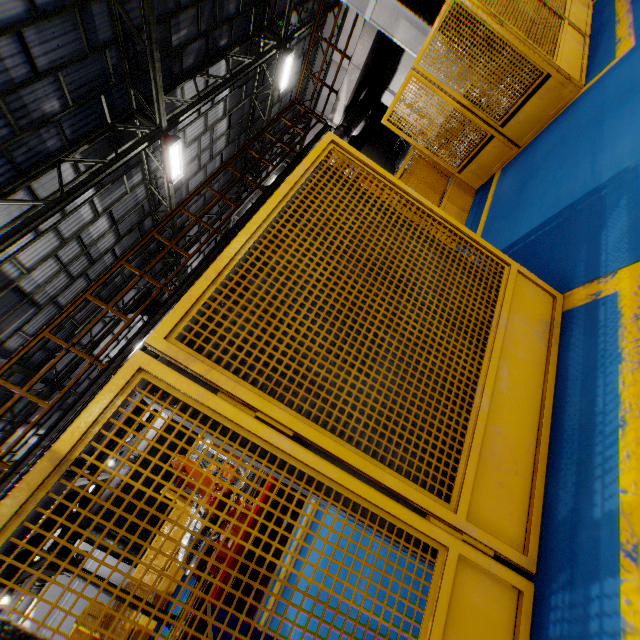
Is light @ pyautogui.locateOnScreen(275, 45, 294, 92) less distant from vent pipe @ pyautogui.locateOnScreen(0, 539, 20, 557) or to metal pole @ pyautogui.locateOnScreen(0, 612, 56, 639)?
vent pipe @ pyautogui.locateOnScreen(0, 539, 20, 557)

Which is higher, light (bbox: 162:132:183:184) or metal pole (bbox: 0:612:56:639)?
light (bbox: 162:132:183:184)

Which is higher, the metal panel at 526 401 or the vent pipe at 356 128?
the vent pipe at 356 128

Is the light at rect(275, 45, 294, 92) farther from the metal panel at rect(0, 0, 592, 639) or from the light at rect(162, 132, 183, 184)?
the metal panel at rect(0, 0, 592, 639)

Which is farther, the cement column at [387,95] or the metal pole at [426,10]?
the cement column at [387,95]

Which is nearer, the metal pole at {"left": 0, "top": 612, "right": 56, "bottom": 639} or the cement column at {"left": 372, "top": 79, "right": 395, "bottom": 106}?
the metal pole at {"left": 0, "top": 612, "right": 56, "bottom": 639}

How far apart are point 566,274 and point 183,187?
16.3 meters

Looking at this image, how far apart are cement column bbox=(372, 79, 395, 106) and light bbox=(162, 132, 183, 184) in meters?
7.7 m
